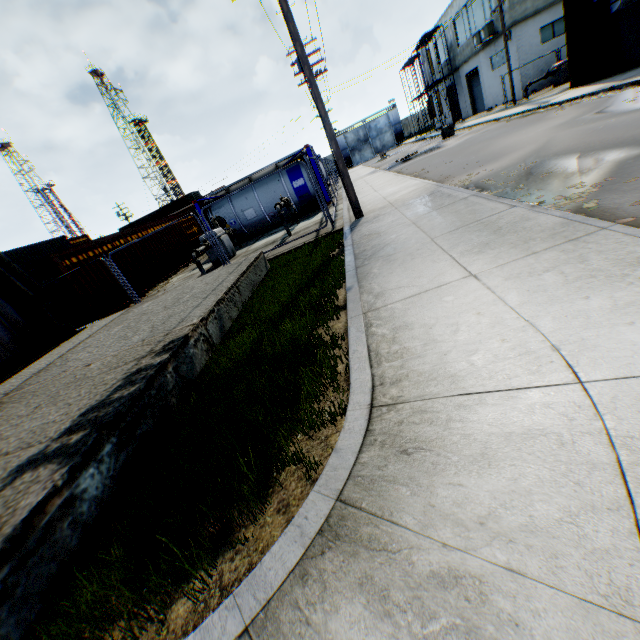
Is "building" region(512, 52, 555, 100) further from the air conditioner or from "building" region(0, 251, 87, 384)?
"building" region(0, 251, 87, 384)

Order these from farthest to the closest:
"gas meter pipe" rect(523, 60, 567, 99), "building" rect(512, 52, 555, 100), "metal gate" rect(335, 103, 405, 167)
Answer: "metal gate" rect(335, 103, 405, 167), "building" rect(512, 52, 555, 100), "gas meter pipe" rect(523, 60, 567, 99)

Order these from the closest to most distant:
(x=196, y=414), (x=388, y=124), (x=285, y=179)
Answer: (x=196, y=414) < (x=285, y=179) < (x=388, y=124)

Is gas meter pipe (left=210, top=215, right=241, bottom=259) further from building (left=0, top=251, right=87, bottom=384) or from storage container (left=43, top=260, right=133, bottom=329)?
building (left=0, top=251, right=87, bottom=384)

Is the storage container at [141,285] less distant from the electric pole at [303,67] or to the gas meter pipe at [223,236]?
the gas meter pipe at [223,236]

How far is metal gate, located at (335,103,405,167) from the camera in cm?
5572

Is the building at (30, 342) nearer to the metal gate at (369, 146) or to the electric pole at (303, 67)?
the electric pole at (303, 67)

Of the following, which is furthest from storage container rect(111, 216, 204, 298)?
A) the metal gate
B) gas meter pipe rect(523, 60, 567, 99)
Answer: the metal gate
